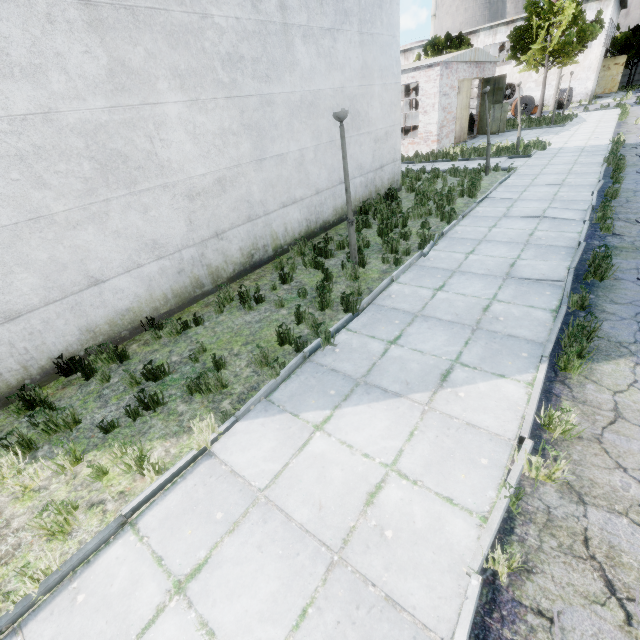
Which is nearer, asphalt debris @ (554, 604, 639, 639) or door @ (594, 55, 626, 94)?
asphalt debris @ (554, 604, 639, 639)

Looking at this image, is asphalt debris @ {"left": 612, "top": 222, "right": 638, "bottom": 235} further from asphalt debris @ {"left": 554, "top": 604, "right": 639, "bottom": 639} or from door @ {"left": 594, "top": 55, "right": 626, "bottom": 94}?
door @ {"left": 594, "top": 55, "right": 626, "bottom": 94}

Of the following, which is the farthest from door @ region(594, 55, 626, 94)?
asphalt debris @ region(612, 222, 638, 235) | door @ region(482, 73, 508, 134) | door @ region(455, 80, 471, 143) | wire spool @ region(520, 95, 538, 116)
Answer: asphalt debris @ region(612, 222, 638, 235)

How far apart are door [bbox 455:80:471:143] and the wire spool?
15.3m

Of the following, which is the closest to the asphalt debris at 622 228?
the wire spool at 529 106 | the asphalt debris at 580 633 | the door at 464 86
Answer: the asphalt debris at 580 633

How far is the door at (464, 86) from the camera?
22.5m

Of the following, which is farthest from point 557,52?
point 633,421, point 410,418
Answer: point 410,418

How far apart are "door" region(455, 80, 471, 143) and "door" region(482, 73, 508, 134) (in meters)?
1.98
